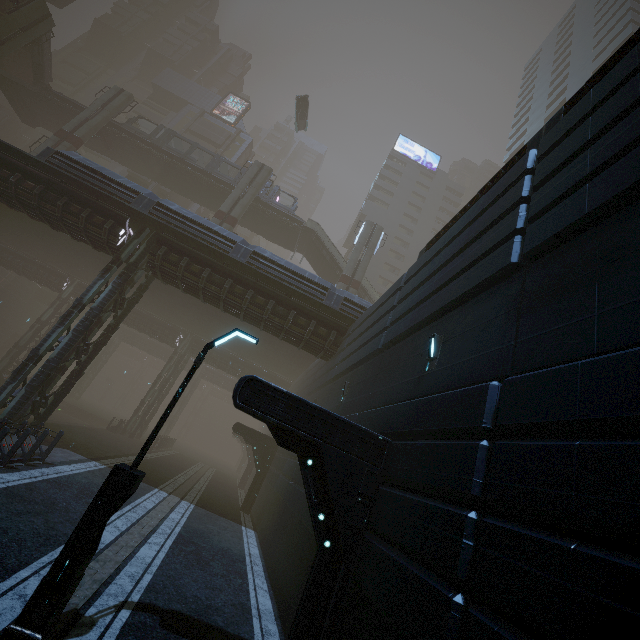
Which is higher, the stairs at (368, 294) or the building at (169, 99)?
the building at (169, 99)

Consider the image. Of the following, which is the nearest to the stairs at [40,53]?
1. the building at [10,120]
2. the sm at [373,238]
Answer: the building at [10,120]

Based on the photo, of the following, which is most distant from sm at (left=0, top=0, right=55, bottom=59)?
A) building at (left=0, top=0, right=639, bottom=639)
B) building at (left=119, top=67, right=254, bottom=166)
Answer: building at (left=119, top=67, right=254, bottom=166)

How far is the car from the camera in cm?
3884

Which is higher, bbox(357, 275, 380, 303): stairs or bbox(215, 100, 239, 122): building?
bbox(215, 100, 239, 122): building

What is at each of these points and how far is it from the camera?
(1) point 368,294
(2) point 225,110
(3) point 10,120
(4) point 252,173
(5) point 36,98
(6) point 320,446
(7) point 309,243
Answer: (1) stairs, 34.88m
(2) building, 58.62m
(3) building, 54.84m
(4) sm, 34.41m
(5) bridge, 34.47m
(6) building, 6.67m
(7) stairs, 37.81m

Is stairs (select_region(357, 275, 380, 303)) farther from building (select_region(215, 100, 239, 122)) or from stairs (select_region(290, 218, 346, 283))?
building (select_region(215, 100, 239, 122))

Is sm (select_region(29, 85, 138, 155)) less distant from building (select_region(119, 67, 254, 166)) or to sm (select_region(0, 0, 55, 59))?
sm (select_region(0, 0, 55, 59))
